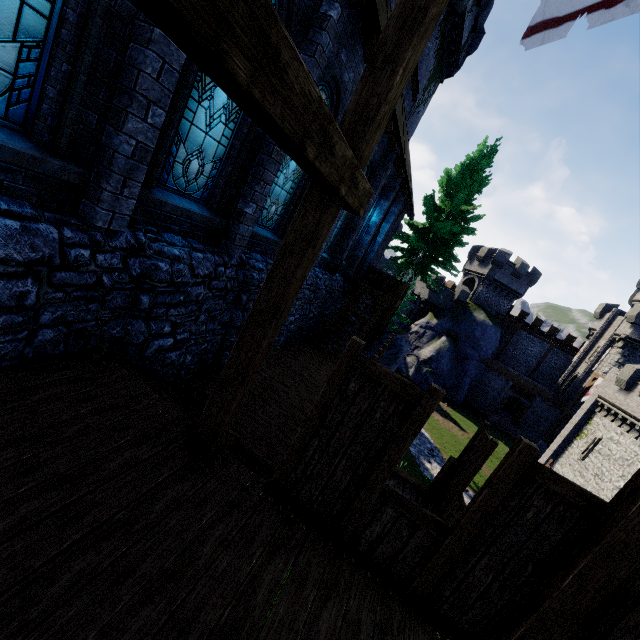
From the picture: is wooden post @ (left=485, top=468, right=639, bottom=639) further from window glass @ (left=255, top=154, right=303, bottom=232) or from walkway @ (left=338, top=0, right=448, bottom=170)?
window glass @ (left=255, top=154, right=303, bottom=232)

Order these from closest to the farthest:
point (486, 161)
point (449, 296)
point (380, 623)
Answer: point (380, 623)
point (486, 161)
point (449, 296)

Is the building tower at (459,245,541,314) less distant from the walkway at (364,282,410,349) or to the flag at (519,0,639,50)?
the walkway at (364,282,410,349)

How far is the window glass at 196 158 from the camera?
5.0m

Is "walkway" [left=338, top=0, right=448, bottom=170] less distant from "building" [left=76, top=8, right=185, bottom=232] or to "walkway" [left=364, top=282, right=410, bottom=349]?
"building" [left=76, top=8, right=185, bottom=232]

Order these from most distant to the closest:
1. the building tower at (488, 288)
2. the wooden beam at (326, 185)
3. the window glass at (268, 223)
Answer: the building tower at (488, 288) < the window glass at (268, 223) < the wooden beam at (326, 185)

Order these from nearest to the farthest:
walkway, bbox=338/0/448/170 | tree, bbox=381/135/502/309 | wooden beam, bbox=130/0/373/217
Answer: wooden beam, bbox=130/0/373/217
walkway, bbox=338/0/448/170
tree, bbox=381/135/502/309

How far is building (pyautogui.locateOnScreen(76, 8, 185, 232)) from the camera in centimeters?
376cm
